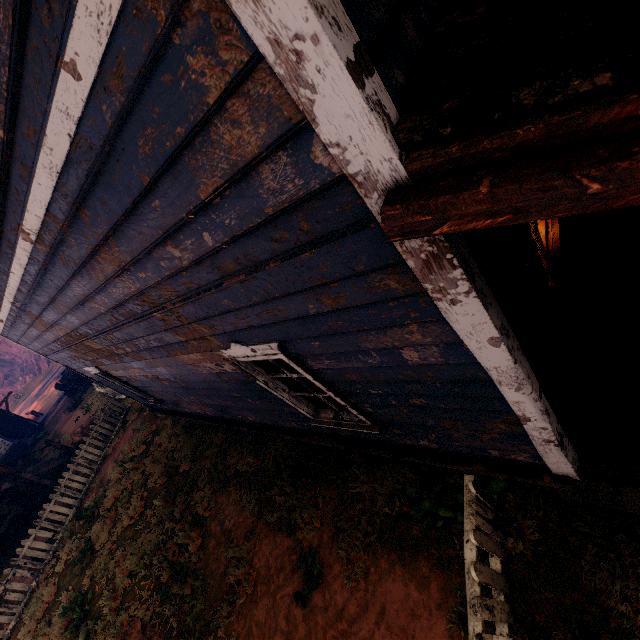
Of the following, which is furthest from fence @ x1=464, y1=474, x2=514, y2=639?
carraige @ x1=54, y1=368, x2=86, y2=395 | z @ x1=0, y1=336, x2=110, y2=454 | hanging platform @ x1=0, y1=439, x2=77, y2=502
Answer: carraige @ x1=54, y1=368, x2=86, y2=395

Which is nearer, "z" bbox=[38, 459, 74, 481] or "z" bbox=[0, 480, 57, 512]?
"z" bbox=[0, 480, 57, 512]

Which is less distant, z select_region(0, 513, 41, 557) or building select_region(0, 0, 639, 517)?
building select_region(0, 0, 639, 517)

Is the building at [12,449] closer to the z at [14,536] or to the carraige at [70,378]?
the z at [14,536]

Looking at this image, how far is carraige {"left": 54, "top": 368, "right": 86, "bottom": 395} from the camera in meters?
21.0

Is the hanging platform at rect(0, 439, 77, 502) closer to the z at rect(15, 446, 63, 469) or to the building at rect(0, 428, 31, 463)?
the z at rect(15, 446, 63, 469)

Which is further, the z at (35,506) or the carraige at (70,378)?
the carraige at (70,378)

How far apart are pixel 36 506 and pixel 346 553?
16.4 meters
